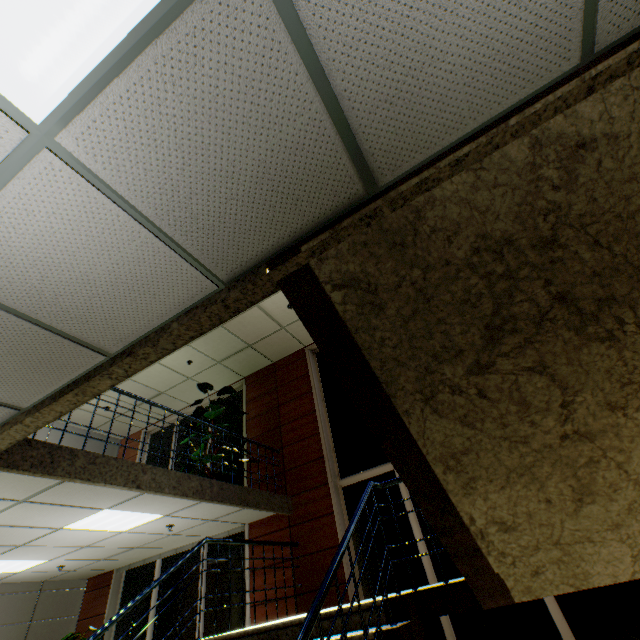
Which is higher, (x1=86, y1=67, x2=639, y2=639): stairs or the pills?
the pills

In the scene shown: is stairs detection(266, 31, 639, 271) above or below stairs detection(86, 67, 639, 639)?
above

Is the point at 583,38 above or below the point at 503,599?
above

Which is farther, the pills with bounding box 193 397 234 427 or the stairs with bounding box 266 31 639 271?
the pills with bounding box 193 397 234 427

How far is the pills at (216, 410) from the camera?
6.6 meters

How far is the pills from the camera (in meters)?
6.63

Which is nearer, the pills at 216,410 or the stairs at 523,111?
the stairs at 523,111
